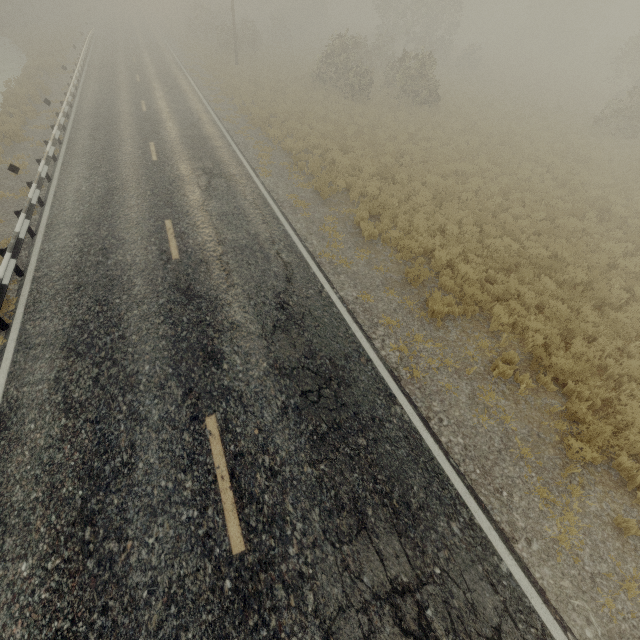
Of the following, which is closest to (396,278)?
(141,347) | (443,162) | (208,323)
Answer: (208,323)
